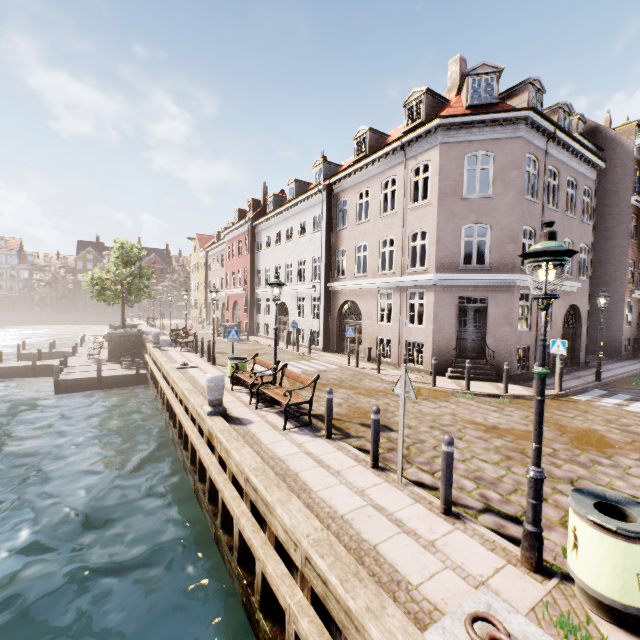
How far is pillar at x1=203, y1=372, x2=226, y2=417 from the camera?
8.15m

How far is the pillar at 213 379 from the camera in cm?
815

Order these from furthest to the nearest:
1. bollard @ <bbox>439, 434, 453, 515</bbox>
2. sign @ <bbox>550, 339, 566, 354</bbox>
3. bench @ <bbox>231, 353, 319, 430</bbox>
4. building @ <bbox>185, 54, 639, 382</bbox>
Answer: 1. building @ <bbox>185, 54, 639, 382</bbox>
2. sign @ <bbox>550, 339, 566, 354</bbox>
3. bench @ <bbox>231, 353, 319, 430</bbox>
4. bollard @ <bbox>439, 434, 453, 515</bbox>

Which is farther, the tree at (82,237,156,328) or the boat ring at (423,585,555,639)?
the tree at (82,237,156,328)

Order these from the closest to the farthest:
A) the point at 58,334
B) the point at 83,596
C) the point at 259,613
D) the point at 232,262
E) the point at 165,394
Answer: the point at 259,613 < the point at 83,596 < the point at 165,394 < the point at 232,262 < the point at 58,334

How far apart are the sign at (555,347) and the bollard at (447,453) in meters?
9.4 m

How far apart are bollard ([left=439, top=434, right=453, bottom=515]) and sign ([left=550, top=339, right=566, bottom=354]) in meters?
9.4

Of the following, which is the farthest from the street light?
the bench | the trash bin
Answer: the bench
